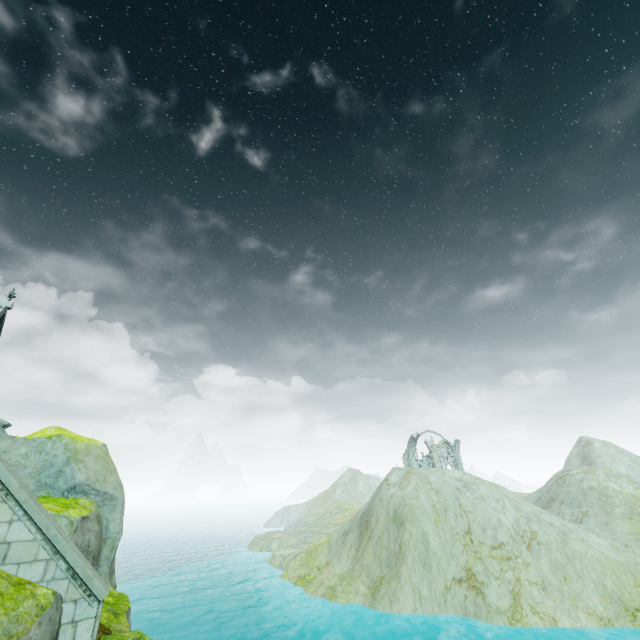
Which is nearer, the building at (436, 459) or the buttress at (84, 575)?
the buttress at (84, 575)

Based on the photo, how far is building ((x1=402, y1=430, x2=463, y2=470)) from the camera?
51.31m

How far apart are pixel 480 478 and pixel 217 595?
31.0 meters

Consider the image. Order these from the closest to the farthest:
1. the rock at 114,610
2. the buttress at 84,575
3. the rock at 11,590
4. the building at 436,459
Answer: the rock at 11,590
the buttress at 84,575
the rock at 114,610
the building at 436,459

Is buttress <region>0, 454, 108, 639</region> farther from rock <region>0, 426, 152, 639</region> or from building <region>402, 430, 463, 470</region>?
building <region>402, 430, 463, 470</region>

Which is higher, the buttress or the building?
the building

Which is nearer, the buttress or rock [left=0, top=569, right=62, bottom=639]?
rock [left=0, top=569, right=62, bottom=639]

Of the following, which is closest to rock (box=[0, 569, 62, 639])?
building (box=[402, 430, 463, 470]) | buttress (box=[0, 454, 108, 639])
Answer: buttress (box=[0, 454, 108, 639])
